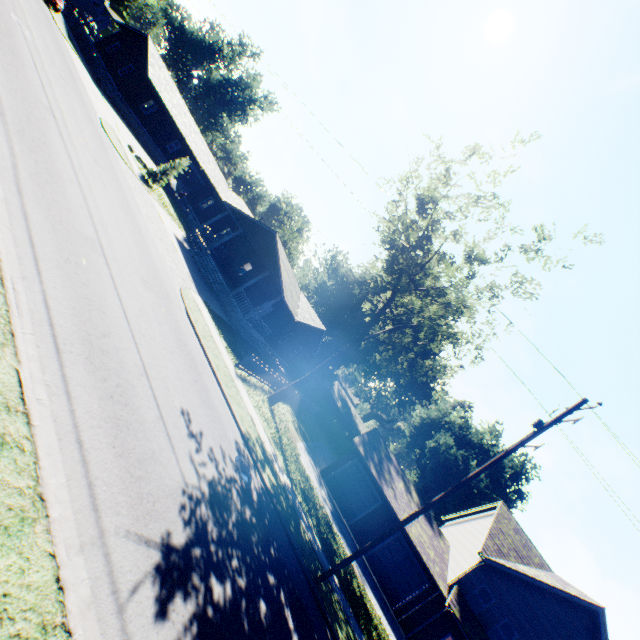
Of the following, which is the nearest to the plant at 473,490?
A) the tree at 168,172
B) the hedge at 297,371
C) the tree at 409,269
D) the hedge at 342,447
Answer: the hedge at 342,447

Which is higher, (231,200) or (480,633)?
(231,200)

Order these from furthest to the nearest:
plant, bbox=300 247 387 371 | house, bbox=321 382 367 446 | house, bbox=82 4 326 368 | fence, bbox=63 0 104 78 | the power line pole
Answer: house, bbox=321 382 367 446
plant, bbox=300 247 387 371
fence, bbox=63 0 104 78
house, bbox=82 4 326 368
the power line pole

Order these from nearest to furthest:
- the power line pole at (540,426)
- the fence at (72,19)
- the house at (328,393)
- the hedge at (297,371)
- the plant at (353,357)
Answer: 1. the power line pole at (540,426)
2. the fence at (72,19)
3. the hedge at (297,371)
4. the plant at (353,357)
5. the house at (328,393)

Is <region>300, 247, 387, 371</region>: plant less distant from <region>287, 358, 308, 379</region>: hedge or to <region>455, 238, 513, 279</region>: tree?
<region>455, 238, 513, 279</region>: tree

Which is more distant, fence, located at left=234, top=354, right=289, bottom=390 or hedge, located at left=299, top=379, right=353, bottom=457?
hedge, located at left=299, top=379, right=353, bottom=457

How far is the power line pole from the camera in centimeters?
1132cm

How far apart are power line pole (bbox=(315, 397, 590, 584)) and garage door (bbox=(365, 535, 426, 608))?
13.2m
